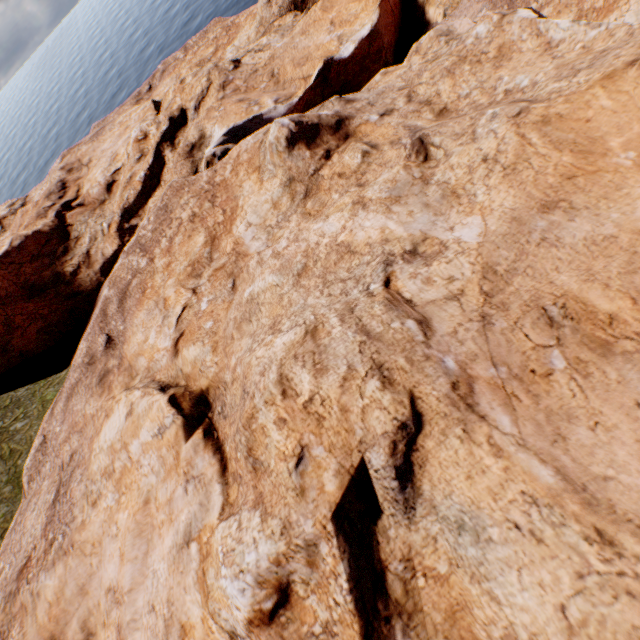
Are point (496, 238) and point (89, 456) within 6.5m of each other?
no
